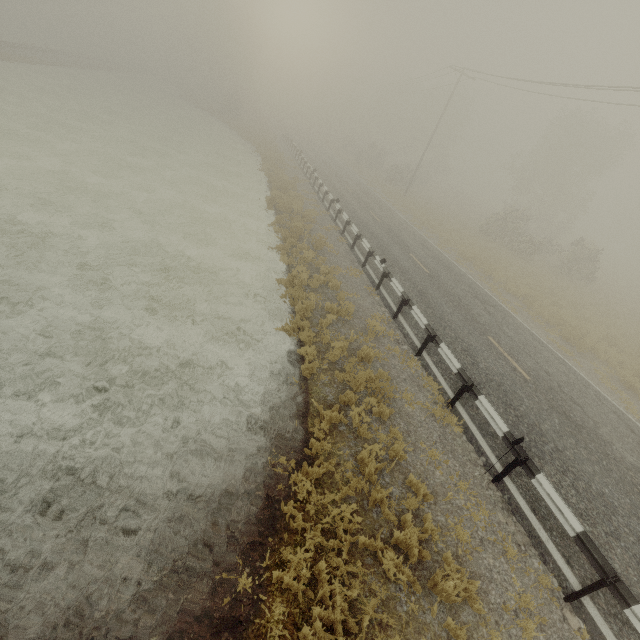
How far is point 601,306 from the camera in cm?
2148

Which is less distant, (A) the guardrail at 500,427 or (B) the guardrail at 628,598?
(B) the guardrail at 628,598

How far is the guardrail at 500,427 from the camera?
7.4 meters

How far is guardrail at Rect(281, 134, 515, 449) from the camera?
7.4 meters

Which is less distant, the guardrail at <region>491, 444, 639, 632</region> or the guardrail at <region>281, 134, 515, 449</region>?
the guardrail at <region>491, 444, 639, 632</region>
